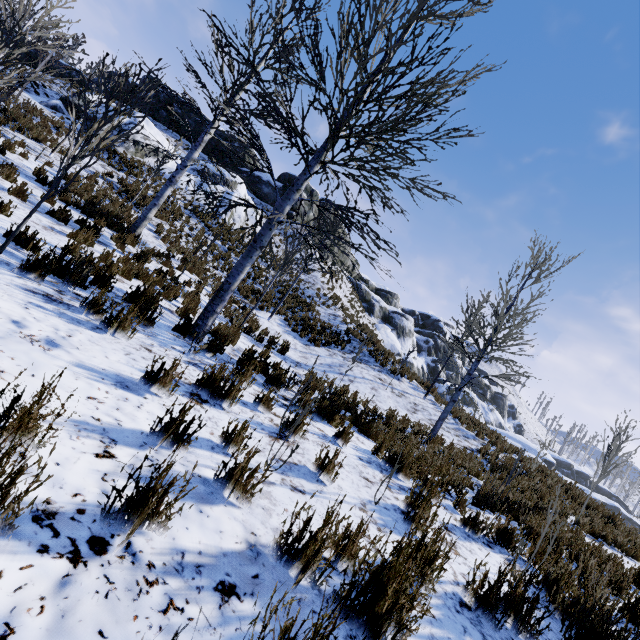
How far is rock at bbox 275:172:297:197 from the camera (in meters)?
31.81

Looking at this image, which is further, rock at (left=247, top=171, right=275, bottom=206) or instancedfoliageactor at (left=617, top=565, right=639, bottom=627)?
rock at (left=247, top=171, right=275, bottom=206)

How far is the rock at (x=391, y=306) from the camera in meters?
37.9

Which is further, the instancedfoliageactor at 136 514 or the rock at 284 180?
the rock at 284 180

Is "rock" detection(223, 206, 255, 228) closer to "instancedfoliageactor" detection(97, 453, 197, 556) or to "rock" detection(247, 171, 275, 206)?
"rock" detection(247, 171, 275, 206)

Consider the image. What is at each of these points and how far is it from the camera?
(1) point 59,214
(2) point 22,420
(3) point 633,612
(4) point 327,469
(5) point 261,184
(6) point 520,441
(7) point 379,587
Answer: (1) instancedfoliageactor, 7.7 meters
(2) instancedfoliageactor, 1.5 meters
(3) instancedfoliageactor, 4.0 meters
(4) instancedfoliageactor, 3.1 meters
(5) rock, 31.0 meters
(6) rock, 45.7 meters
(7) instancedfoliageactor, 1.6 meters

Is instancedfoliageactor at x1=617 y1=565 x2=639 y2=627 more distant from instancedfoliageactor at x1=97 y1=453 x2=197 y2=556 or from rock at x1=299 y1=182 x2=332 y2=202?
rock at x1=299 y1=182 x2=332 y2=202

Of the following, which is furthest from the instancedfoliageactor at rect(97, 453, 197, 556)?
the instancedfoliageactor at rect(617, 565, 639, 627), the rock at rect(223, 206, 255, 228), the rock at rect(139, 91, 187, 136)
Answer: the rock at rect(223, 206, 255, 228)
